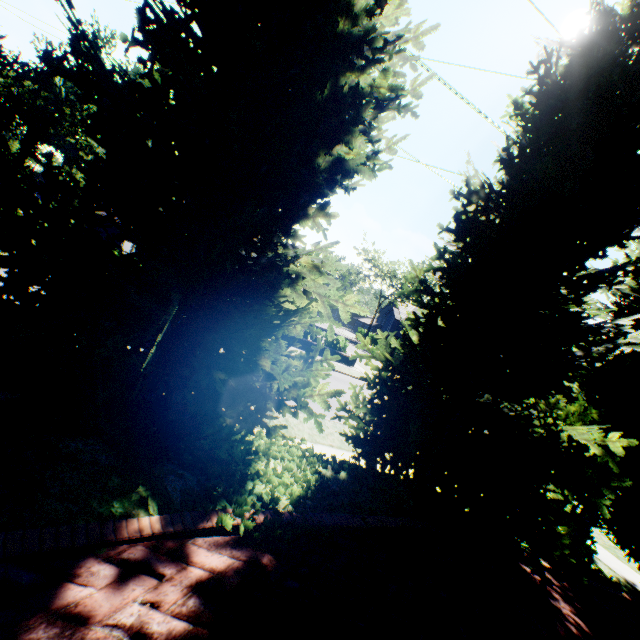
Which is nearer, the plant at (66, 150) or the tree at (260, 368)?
the tree at (260, 368)

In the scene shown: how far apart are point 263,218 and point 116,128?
1.69m

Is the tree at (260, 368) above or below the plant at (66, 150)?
below

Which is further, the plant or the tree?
the plant

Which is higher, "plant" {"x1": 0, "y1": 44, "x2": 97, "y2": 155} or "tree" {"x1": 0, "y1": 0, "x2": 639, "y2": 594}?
"plant" {"x1": 0, "y1": 44, "x2": 97, "y2": 155}
